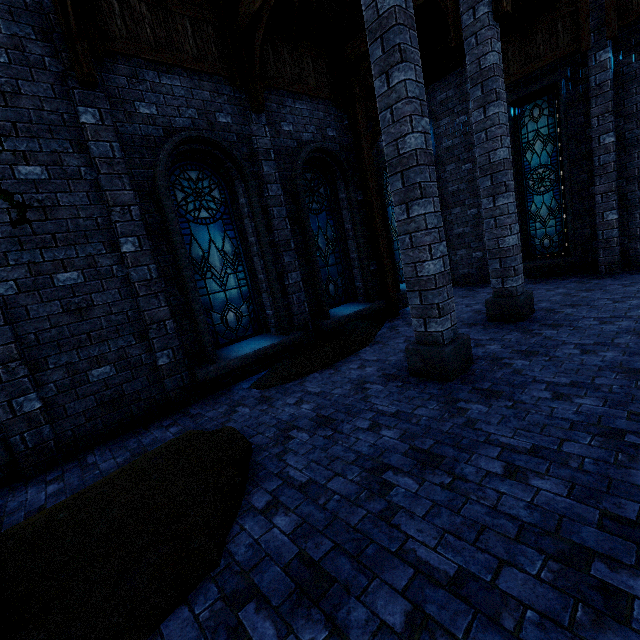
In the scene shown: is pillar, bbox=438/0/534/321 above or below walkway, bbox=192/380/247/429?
above

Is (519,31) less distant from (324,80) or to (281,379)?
(324,80)

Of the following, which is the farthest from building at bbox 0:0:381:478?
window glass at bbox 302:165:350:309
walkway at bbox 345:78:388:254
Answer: window glass at bbox 302:165:350:309

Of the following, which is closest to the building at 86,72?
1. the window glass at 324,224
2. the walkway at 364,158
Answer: the walkway at 364,158

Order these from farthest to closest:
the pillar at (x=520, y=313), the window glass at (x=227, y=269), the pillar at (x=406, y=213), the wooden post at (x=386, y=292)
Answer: the wooden post at (x=386, y=292) → the window glass at (x=227, y=269) → the pillar at (x=520, y=313) → the pillar at (x=406, y=213)

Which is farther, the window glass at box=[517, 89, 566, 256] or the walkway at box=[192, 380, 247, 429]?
the window glass at box=[517, 89, 566, 256]

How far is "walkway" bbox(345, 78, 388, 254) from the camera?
8.3m

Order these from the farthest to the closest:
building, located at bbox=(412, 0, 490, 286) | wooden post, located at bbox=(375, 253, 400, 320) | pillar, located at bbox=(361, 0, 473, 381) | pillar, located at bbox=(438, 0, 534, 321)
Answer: building, located at bbox=(412, 0, 490, 286) → wooden post, located at bbox=(375, 253, 400, 320) → pillar, located at bbox=(438, 0, 534, 321) → pillar, located at bbox=(361, 0, 473, 381)
